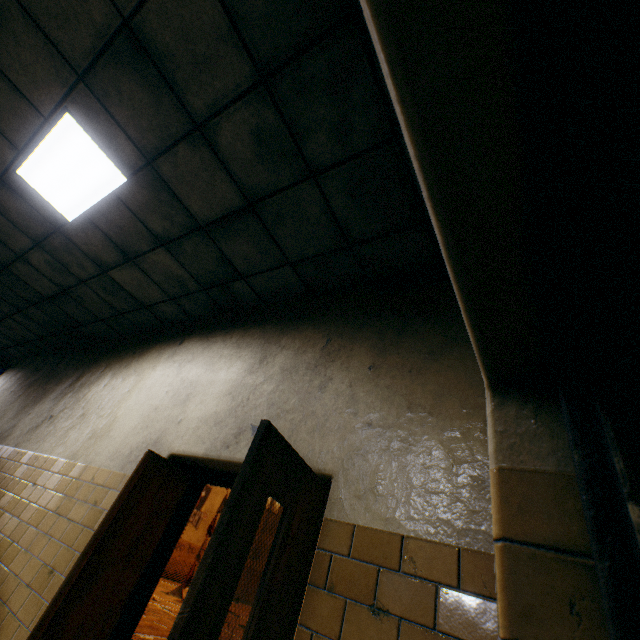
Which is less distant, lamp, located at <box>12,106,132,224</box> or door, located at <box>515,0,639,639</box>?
door, located at <box>515,0,639,639</box>

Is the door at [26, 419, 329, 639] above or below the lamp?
below

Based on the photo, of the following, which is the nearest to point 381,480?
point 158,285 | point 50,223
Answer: point 158,285

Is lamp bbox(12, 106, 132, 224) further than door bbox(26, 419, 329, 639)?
Yes

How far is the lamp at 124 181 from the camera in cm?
280

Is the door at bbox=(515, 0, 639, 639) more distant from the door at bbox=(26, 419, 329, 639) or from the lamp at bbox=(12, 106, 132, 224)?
the lamp at bbox=(12, 106, 132, 224)

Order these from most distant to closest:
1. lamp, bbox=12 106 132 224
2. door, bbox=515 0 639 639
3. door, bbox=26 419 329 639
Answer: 1. lamp, bbox=12 106 132 224
2. door, bbox=26 419 329 639
3. door, bbox=515 0 639 639

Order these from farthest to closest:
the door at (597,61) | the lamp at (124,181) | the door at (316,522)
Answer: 1. the lamp at (124,181)
2. the door at (316,522)
3. the door at (597,61)
